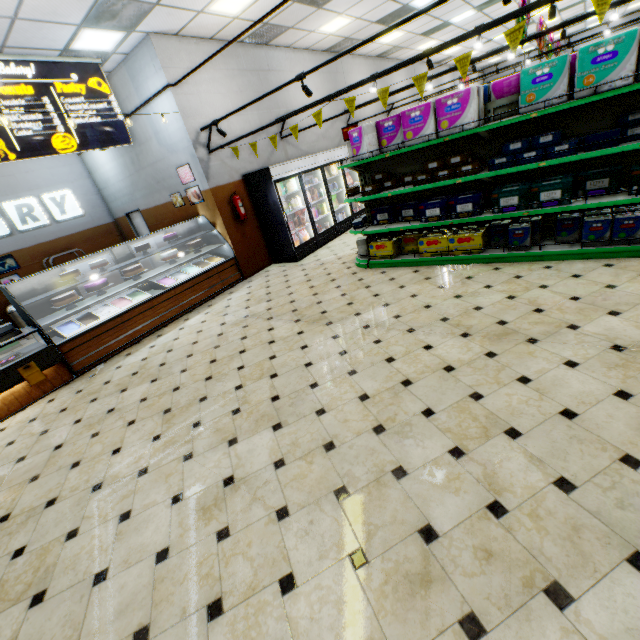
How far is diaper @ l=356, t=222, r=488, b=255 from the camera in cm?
511

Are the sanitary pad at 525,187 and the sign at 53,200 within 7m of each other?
no

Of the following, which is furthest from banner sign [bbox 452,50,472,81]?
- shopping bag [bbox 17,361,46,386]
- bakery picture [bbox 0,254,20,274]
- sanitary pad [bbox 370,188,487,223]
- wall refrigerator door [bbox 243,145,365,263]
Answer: bakery picture [bbox 0,254,20,274]

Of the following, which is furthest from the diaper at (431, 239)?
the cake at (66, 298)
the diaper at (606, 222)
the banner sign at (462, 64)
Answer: the cake at (66, 298)

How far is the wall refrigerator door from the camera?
7.63m

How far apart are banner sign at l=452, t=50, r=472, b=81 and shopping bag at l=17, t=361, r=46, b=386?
7.32m

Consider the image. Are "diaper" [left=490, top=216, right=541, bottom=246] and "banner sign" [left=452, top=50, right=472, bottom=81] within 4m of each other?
yes

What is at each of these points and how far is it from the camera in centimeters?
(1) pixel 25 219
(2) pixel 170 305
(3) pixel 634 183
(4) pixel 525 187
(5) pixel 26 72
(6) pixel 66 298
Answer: (1) sign, 869cm
(2) bakery counter, 669cm
(3) sanitary pad, 381cm
(4) sanitary pad, 439cm
(5) sign, 555cm
(6) cake, 553cm
